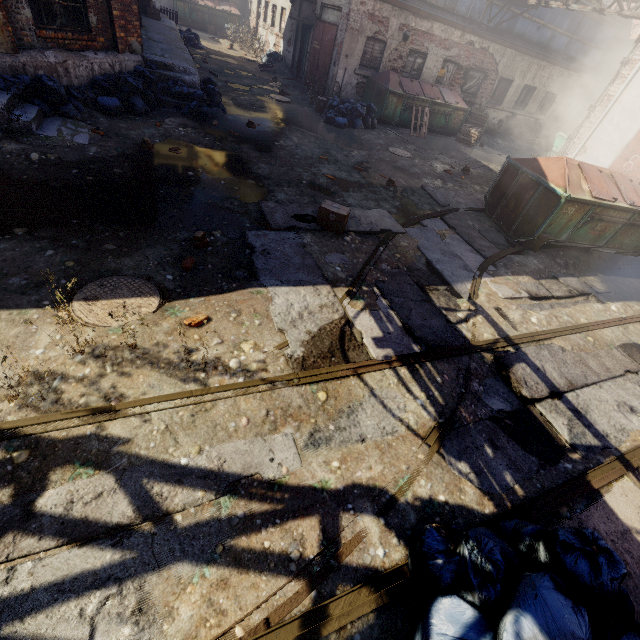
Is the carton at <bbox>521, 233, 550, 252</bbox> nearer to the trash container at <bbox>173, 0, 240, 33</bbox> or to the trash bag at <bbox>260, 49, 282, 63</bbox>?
the trash bag at <bbox>260, 49, 282, 63</bbox>

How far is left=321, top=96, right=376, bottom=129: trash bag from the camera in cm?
1206

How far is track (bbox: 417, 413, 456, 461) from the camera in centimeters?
322cm

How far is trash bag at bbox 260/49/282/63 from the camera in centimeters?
1841cm

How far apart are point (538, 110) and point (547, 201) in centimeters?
1642cm

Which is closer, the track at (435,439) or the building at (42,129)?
the track at (435,439)

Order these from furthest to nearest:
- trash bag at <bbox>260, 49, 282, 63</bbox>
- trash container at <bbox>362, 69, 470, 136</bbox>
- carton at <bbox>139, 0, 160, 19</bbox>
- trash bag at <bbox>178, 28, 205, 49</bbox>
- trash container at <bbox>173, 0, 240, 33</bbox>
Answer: trash container at <bbox>173, 0, 240, 33</bbox>
trash bag at <bbox>260, 49, 282, 63</bbox>
trash bag at <bbox>178, 28, 205, 49</bbox>
carton at <bbox>139, 0, 160, 19</bbox>
trash container at <bbox>362, 69, 470, 136</bbox>

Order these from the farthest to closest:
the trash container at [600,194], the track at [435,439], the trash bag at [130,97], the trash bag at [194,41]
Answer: the trash bag at [194,41] < the trash container at [600,194] < the trash bag at [130,97] < the track at [435,439]
